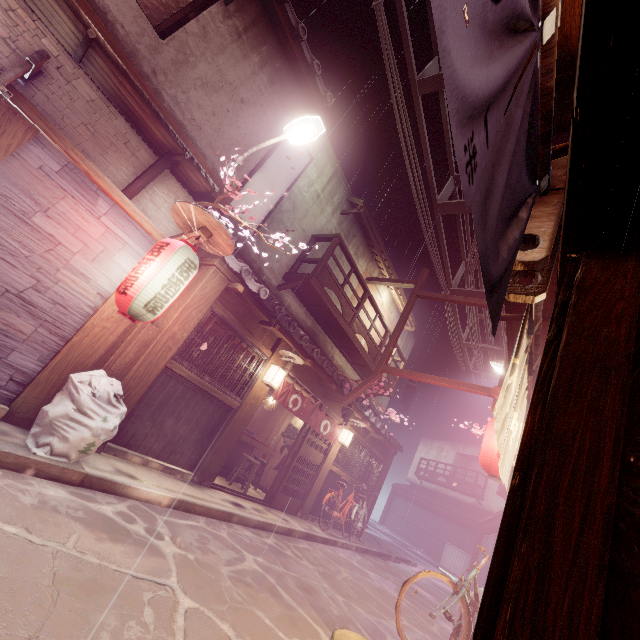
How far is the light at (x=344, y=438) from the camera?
17.0m

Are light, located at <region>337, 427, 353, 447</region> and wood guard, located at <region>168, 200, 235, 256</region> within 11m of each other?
no

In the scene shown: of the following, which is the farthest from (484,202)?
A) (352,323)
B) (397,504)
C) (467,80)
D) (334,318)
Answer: (397,504)

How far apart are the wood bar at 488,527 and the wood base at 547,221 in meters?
42.4

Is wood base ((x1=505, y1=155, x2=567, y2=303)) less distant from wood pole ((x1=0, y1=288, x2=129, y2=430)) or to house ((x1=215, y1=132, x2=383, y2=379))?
wood pole ((x1=0, y1=288, x2=129, y2=430))

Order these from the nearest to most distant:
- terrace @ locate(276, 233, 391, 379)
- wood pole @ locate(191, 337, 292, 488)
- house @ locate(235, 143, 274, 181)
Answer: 1. house @ locate(235, 143, 274, 181)
2. wood pole @ locate(191, 337, 292, 488)
3. terrace @ locate(276, 233, 391, 379)

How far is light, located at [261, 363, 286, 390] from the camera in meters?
12.2 m

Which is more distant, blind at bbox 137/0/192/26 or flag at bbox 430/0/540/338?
blind at bbox 137/0/192/26
